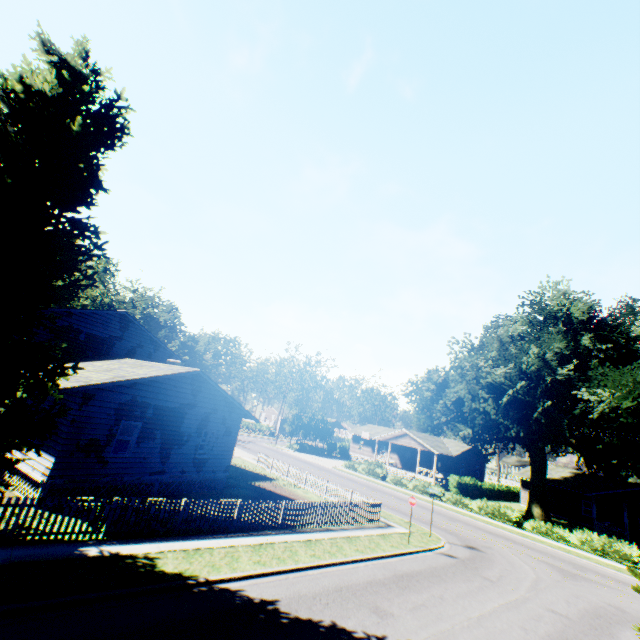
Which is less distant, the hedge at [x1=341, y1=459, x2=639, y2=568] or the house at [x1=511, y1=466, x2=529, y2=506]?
the hedge at [x1=341, y1=459, x2=639, y2=568]

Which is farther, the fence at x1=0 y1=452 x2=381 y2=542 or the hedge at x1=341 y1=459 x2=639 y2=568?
the hedge at x1=341 y1=459 x2=639 y2=568

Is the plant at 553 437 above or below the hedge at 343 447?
above

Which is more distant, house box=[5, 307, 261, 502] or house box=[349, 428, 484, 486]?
house box=[349, 428, 484, 486]

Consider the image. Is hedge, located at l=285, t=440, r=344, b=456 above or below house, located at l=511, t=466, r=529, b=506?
below

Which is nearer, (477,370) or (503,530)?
(503,530)

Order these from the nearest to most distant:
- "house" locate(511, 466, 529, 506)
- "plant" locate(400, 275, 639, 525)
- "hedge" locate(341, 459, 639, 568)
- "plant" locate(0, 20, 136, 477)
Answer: "plant" locate(0, 20, 136, 477) < "hedge" locate(341, 459, 639, 568) < "plant" locate(400, 275, 639, 525) < "house" locate(511, 466, 529, 506)

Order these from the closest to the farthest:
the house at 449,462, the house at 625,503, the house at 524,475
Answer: the house at 625,503, the house at 524,475, the house at 449,462
